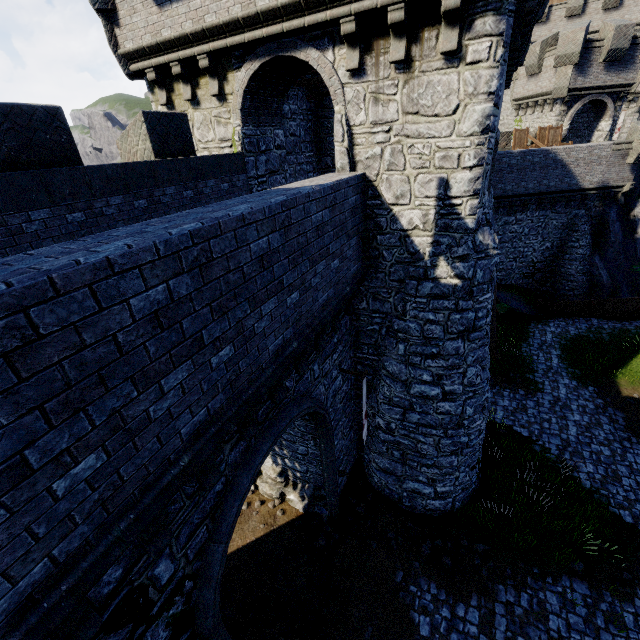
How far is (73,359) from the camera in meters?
2.6 m

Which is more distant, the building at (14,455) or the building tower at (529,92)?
the building tower at (529,92)

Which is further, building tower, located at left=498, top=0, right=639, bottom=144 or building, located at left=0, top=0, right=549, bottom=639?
building tower, located at left=498, top=0, right=639, bottom=144
